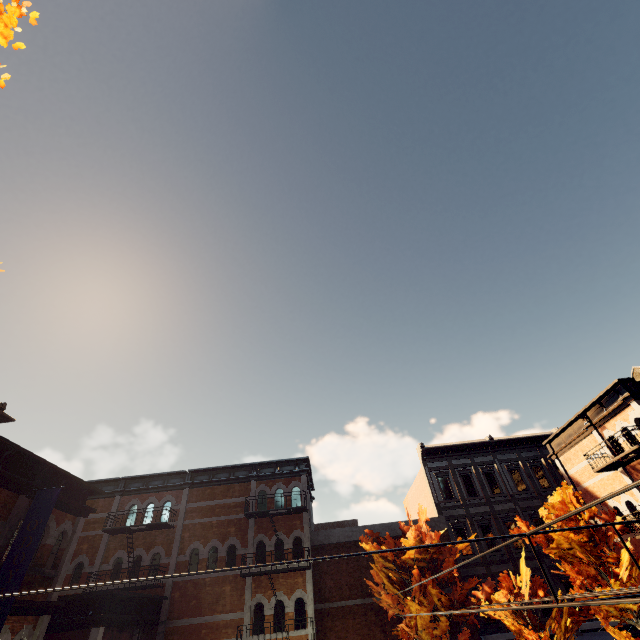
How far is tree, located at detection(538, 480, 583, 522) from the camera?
12.27m

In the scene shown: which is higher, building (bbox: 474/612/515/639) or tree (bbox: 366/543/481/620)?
tree (bbox: 366/543/481/620)

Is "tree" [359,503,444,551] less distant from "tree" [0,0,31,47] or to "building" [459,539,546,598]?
"tree" [0,0,31,47]

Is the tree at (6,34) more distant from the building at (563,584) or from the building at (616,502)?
the building at (563,584)

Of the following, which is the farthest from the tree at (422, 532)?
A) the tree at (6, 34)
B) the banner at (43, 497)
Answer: the banner at (43, 497)

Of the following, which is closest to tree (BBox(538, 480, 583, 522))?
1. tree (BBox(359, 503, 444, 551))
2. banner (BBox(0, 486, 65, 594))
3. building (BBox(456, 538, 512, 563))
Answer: tree (BBox(359, 503, 444, 551))

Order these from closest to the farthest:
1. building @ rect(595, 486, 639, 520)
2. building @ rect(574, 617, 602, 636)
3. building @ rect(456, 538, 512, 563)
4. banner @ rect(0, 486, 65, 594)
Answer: banner @ rect(0, 486, 65, 594), building @ rect(595, 486, 639, 520), building @ rect(574, 617, 602, 636), building @ rect(456, 538, 512, 563)

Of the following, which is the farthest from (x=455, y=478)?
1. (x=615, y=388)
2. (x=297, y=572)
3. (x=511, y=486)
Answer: (x=297, y=572)
